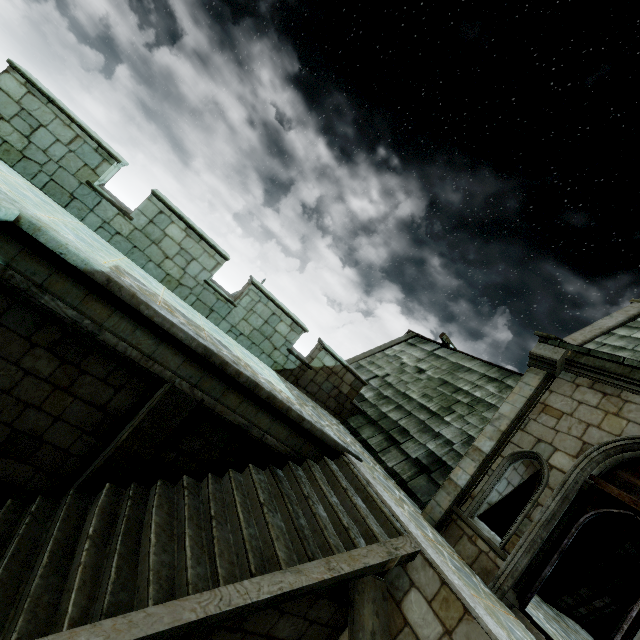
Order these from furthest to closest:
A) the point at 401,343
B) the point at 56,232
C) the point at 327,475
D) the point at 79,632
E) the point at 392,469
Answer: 1. the point at 401,343
2. the point at 392,469
3. the point at 327,475
4. the point at 56,232
5. the point at 79,632
